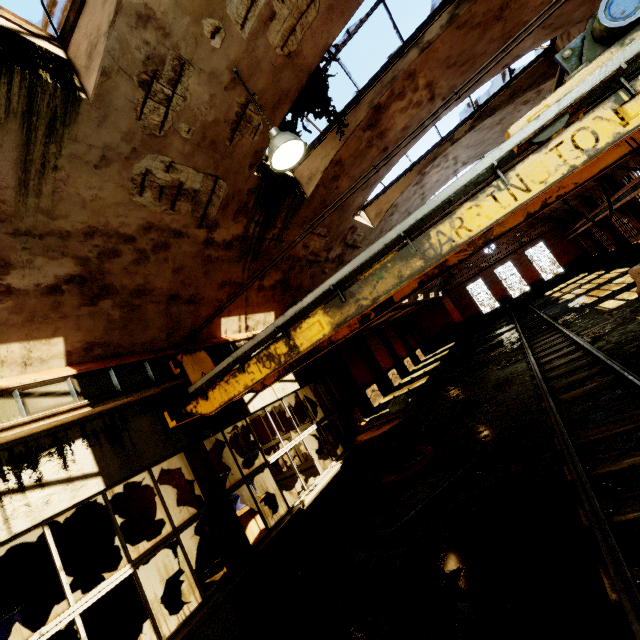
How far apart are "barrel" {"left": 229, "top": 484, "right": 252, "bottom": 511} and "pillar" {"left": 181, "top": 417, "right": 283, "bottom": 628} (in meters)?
2.68

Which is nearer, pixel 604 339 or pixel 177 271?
pixel 177 271

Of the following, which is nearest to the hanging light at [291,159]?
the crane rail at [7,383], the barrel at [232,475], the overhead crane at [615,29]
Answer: the overhead crane at [615,29]

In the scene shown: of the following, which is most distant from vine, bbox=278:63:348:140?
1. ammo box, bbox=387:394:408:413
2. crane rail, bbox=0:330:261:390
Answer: ammo box, bbox=387:394:408:413

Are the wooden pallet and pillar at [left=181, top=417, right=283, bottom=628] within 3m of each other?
no

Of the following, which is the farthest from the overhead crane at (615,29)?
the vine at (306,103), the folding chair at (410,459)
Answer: the folding chair at (410,459)

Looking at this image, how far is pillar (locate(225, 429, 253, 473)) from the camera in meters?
11.8 m

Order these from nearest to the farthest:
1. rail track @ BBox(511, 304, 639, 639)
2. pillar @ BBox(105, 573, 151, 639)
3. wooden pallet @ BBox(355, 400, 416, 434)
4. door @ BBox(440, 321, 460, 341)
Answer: rail track @ BBox(511, 304, 639, 639), pillar @ BBox(105, 573, 151, 639), wooden pallet @ BBox(355, 400, 416, 434), door @ BBox(440, 321, 460, 341)
